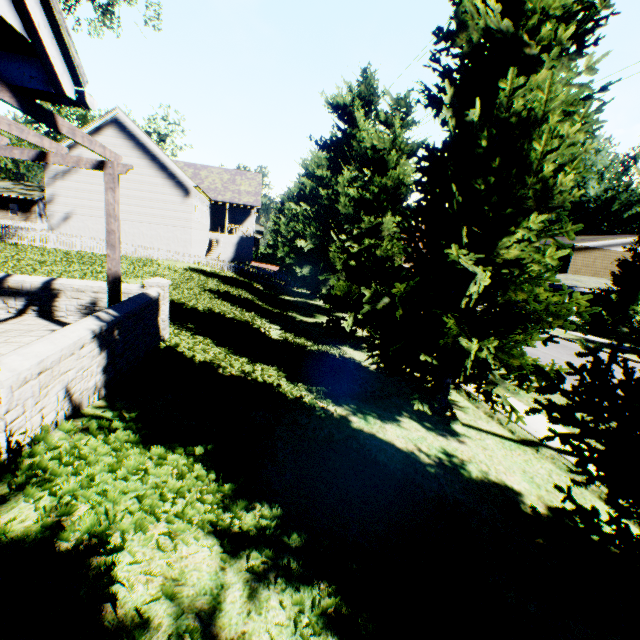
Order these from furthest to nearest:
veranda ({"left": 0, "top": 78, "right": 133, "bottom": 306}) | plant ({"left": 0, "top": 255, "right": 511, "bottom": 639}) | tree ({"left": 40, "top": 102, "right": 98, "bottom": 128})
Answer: tree ({"left": 40, "top": 102, "right": 98, "bottom": 128}) < veranda ({"left": 0, "top": 78, "right": 133, "bottom": 306}) < plant ({"left": 0, "top": 255, "right": 511, "bottom": 639})

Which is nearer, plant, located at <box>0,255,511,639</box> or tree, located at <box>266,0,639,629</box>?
plant, located at <box>0,255,511,639</box>

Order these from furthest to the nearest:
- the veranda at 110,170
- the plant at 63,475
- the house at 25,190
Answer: the house at 25,190 < the veranda at 110,170 < the plant at 63,475

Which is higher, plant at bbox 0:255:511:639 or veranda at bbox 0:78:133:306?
veranda at bbox 0:78:133:306

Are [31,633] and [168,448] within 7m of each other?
yes

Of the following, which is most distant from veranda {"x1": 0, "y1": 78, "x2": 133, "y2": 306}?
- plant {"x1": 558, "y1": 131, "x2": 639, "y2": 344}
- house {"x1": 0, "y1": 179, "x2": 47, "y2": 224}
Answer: house {"x1": 0, "y1": 179, "x2": 47, "y2": 224}

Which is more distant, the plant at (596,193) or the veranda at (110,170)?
the plant at (596,193)

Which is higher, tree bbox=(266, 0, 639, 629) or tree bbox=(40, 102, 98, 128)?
tree bbox=(40, 102, 98, 128)
